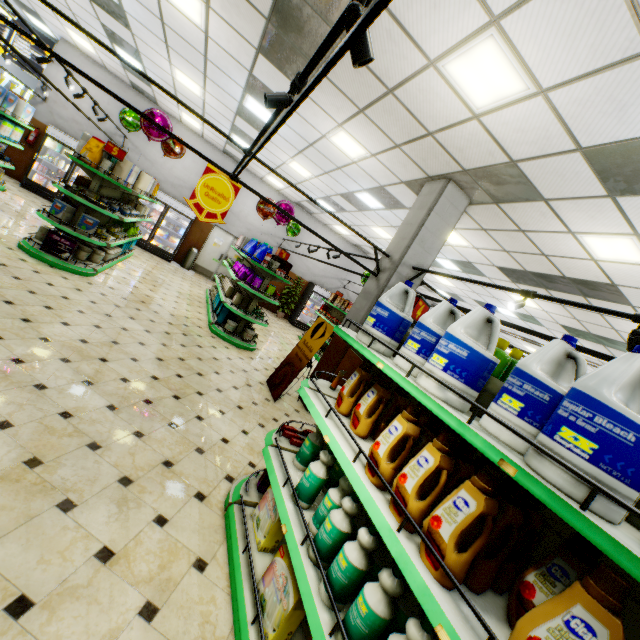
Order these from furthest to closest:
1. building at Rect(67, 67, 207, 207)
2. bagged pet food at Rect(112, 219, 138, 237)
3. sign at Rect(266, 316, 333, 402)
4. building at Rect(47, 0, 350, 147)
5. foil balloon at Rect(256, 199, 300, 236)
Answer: building at Rect(67, 67, 207, 207) < foil balloon at Rect(256, 199, 300, 236) < bagged pet food at Rect(112, 219, 138, 237) < sign at Rect(266, 316, 333, 402) < building at Rect(47, 0, 350, 147)

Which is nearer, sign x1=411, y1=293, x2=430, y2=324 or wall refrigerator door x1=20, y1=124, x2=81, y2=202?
sign x1=411, y1=293, x2=430, y2=324

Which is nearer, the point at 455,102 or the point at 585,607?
the point at 585,607

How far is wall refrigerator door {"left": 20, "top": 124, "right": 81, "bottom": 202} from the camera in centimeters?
1067cm

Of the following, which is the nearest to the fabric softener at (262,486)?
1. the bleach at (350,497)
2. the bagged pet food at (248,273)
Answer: the bleach at (350,497)

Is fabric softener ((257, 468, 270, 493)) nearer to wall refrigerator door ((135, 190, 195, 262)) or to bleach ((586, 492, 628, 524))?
bleach ((586, 492, 628, 524))

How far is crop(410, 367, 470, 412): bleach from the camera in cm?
165

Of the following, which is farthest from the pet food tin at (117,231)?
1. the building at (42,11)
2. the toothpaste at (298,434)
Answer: the toothpaste at (298,434)
